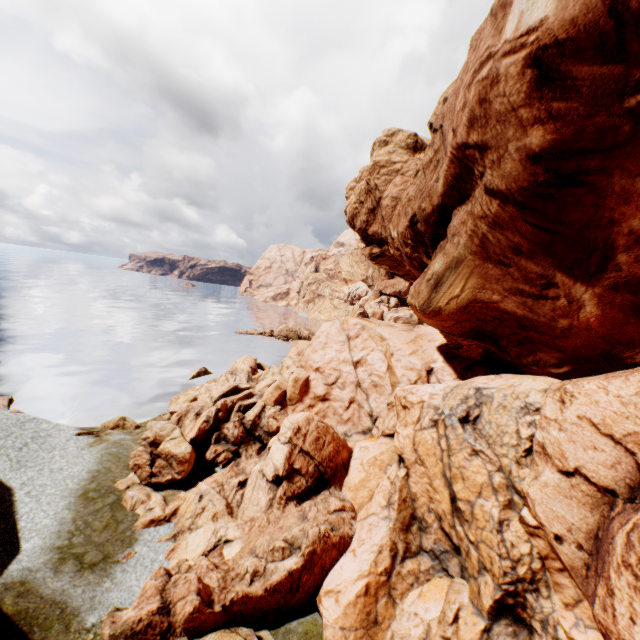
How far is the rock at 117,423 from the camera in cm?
2363

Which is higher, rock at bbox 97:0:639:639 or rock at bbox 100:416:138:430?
rock at bbox 97:0:639:639

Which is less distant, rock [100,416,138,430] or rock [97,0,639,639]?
rock [97,0,639,639]

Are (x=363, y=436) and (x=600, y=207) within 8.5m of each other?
no

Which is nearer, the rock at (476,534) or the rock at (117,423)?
the rock at (476,534)

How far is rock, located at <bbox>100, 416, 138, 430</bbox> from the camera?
23.6 meters
